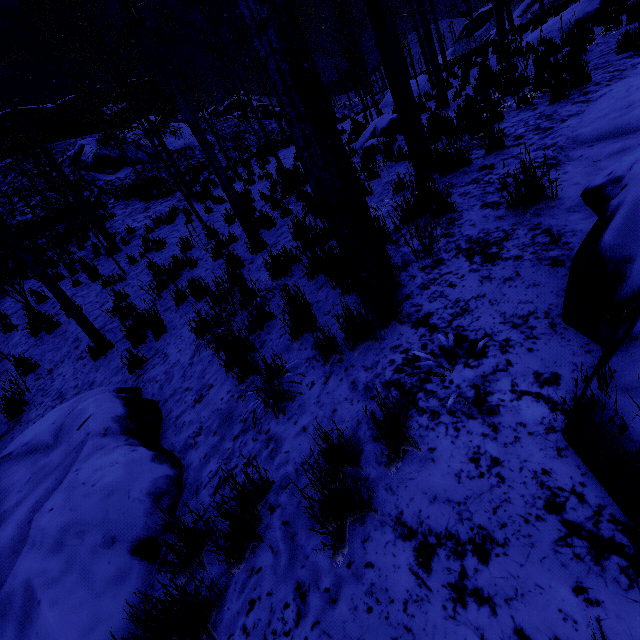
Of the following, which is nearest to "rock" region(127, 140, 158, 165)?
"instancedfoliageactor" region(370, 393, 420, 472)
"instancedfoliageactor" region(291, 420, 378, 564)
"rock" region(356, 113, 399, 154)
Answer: "rock" region(356, 113, 399, 154)

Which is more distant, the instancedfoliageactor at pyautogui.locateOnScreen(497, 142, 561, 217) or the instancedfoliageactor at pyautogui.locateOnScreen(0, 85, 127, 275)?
the instancedfoliageactor at pyautogui.locateOnScreen(0, 85, 127, 275)

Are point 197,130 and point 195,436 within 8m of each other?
yes

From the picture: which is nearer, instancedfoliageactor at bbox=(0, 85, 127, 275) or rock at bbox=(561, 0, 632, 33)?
instancedfoliageactor at bbox=(0, 85, 127, 275)

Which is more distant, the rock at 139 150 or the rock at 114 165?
the rock at 139 150

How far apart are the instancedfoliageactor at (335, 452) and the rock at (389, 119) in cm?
978

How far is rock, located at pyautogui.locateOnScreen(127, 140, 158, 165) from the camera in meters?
24.3 m

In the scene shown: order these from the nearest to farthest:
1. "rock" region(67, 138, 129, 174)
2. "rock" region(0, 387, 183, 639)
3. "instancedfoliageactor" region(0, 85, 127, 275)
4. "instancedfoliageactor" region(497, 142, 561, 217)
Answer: "rock" region(0, 387, 183, 639) < "instancedfoliageactor" region(497, 142, 561, 217) < "instancedfoliageactor" region(0, 85, 127, 275) < "rock" region(67, 138, 129, 174)
